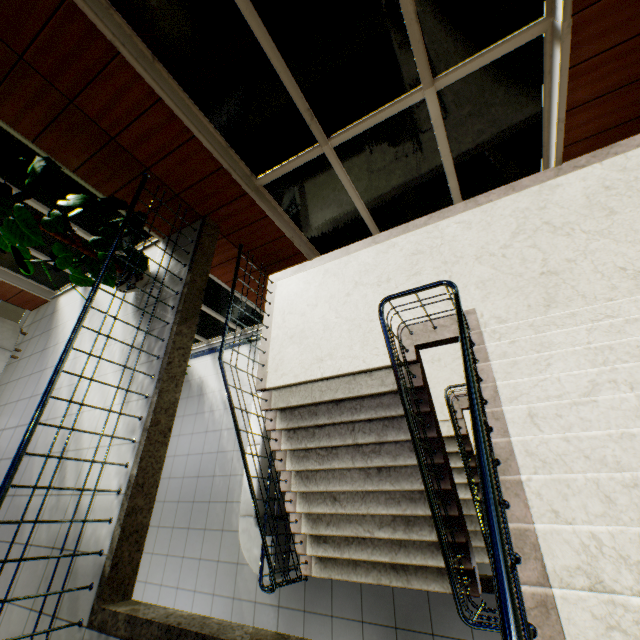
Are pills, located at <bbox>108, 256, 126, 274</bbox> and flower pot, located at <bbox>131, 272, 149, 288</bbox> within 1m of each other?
yes

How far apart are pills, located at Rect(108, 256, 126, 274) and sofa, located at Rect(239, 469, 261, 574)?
2.79m

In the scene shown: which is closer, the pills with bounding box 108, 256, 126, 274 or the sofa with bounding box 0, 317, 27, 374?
the pills with bounding box 108, 256, 126, 274

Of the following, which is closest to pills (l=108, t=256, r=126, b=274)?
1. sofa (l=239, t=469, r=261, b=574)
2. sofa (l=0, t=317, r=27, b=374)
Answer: sofa (l=239, t=469, r=261, b=574)

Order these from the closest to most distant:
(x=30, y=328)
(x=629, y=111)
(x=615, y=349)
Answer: (x=615, y=349), (x=629, y=111), (x=30, y=328)

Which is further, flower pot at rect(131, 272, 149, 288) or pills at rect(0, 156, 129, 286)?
flower pot at rect(131, 272, 149, 288)

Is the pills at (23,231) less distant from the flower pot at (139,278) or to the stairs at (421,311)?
the flower pot at (139,278)

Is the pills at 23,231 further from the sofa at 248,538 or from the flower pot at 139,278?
the sofa at 248,538
